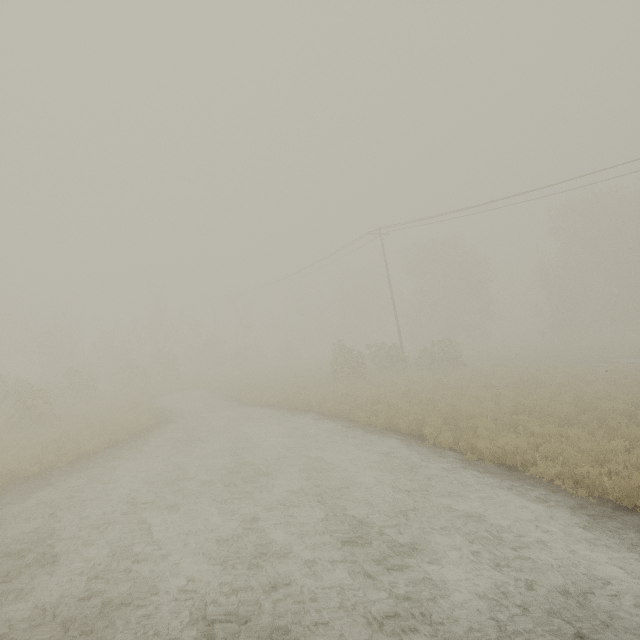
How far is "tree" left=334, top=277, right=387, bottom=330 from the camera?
57.81m

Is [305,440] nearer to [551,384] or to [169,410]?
[169,410]

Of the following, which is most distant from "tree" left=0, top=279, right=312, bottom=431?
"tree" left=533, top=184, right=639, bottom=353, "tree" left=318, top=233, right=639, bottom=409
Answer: "tree" left=533, top=184, right=639, bottom=353

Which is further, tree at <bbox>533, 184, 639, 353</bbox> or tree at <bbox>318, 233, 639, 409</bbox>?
tree at <bbox>533, 184, 639, 353</bbox>

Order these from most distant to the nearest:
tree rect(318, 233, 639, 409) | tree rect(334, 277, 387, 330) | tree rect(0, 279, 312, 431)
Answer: tree rect(334, 277, 387, 330), tree rect(0, 279, 312, 431), tree rect(318, 233, 639, 409)

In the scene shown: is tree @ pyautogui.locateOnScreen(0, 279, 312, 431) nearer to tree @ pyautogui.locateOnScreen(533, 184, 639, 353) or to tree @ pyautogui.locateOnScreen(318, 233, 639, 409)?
tree @ pyautogui.locateOnScreen(318, 233, 639, 409)

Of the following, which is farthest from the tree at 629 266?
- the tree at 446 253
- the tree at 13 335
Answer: the tree at 13 335

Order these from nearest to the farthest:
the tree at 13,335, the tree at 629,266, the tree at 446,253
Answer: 1. the tree at 446,253
2. the tree at 13,335
3. the tree at 629,266
